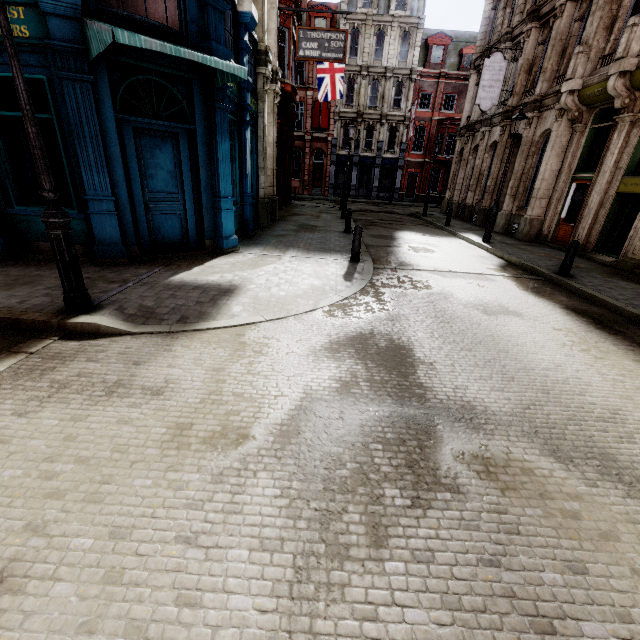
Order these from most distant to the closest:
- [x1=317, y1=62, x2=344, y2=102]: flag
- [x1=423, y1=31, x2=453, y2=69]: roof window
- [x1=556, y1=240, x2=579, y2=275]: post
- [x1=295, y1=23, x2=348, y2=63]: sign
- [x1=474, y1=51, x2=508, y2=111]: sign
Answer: [x1=423, y1=31, x2=453, y2=69]: roof window
[x1=317, y1=62, x2=344, y2=102]: flag
[x1=474, y1=51, x2=508, y2=111]: sign
[x1=295, y1=23, x2=348, y2=63]: sign
[x1=556, y1=240, x2=579, y2=275]: post

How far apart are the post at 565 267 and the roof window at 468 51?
34.39m

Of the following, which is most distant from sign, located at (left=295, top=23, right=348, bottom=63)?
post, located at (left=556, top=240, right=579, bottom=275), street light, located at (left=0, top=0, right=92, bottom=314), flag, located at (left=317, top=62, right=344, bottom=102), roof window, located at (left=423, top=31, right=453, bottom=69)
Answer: roof window, located at (left=423, top=31, right=453, bottom=69)

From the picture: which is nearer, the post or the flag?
the post

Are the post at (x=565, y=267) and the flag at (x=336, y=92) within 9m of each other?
no

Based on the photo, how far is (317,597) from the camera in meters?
1.9

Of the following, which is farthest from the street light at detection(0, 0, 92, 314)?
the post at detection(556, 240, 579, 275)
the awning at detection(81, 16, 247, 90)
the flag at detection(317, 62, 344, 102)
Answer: the flag at detection(317, 62, 344, 102)

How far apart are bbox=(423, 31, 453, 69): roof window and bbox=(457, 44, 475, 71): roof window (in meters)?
1.25
